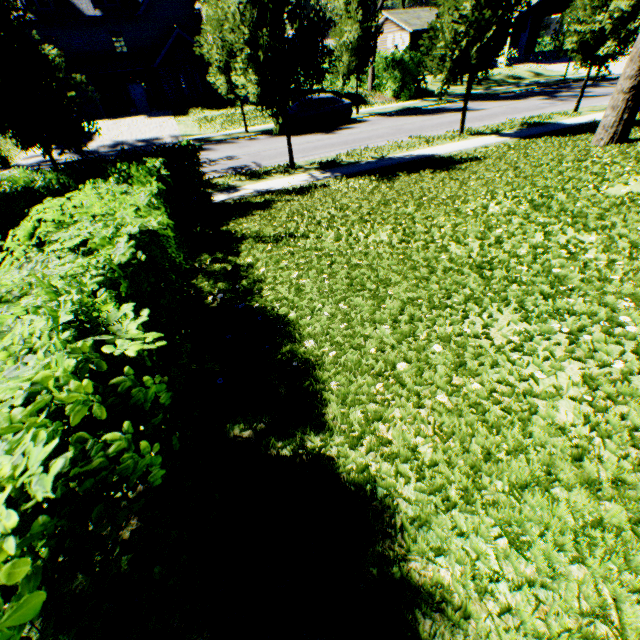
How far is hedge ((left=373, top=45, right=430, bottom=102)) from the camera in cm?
2522

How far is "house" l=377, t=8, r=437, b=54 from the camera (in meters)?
36.72

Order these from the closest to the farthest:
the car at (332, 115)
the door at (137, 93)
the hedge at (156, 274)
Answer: the hedge at (156, 274) < the car at (332, 115) < the door at (137, 93)

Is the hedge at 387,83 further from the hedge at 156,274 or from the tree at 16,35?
the hedge at 156,274

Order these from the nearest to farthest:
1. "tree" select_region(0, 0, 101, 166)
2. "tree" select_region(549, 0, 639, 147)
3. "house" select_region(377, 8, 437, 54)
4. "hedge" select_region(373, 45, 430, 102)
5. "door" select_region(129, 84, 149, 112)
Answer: "tree" select_region(0, 0, 101, 166) → "tree" select_region(549, 0, 639, 147) → "hedge" select_region(373, 45, 430, 102) → "door" select_region(129, 84, 149, 112) → "house" select_region(377, 8, 437, 54)

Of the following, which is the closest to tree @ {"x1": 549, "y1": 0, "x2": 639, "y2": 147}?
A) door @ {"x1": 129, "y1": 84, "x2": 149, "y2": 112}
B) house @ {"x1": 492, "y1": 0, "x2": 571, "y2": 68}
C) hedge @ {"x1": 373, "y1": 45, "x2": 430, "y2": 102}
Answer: hedge @ {"x1": 373, "y1": 45, "x2": 430, "y2": 102}

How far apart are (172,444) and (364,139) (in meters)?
17.52

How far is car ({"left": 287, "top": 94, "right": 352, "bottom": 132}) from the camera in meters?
19.4 m
